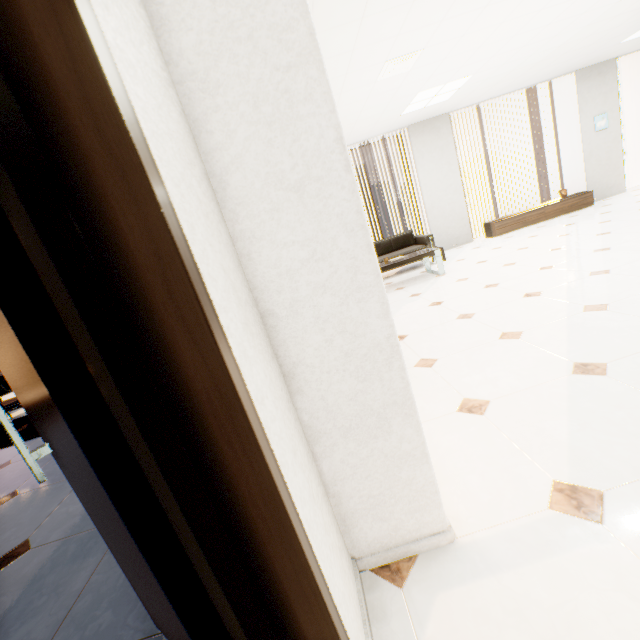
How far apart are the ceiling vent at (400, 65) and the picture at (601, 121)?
6.3 meters

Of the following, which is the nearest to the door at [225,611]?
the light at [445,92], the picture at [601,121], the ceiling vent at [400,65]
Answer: the ceiling vent at [400,65]

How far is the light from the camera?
5.46m

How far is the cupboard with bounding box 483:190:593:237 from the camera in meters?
7.5

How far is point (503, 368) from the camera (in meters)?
2.27

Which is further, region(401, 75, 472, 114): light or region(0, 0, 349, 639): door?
region(401, 75, 472, 114): light

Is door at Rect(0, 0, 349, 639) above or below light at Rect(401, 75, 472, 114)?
below

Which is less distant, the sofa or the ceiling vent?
the ceiling vent
